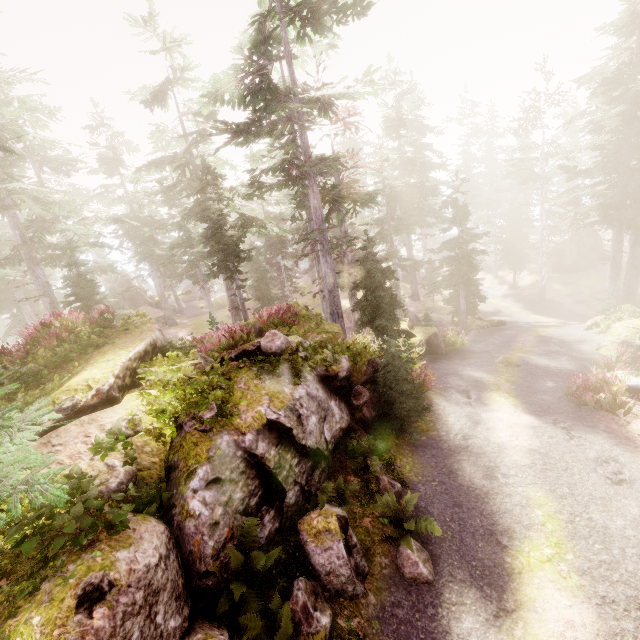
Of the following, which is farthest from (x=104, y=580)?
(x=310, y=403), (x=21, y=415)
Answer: (x=310, y=403)

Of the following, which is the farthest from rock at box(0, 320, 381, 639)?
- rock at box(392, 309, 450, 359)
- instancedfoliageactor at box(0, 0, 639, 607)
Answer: rock at box(392, 309, 450, 359)

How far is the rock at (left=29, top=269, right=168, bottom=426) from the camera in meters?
7.6

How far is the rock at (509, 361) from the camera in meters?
18.0

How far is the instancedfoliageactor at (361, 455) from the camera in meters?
7.2 m

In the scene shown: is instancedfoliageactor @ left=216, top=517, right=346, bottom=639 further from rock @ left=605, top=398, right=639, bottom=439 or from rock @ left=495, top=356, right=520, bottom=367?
rock @ left=495, top=356, right=520, bottom=367

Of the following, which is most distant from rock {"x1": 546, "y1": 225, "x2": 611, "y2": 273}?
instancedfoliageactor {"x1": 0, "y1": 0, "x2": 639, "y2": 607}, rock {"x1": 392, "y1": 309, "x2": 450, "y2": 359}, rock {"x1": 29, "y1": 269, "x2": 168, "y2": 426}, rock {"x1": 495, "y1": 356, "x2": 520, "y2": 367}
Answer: rock {"x1": 495, "y1": 356, "x2": 520, "y2": 367}
